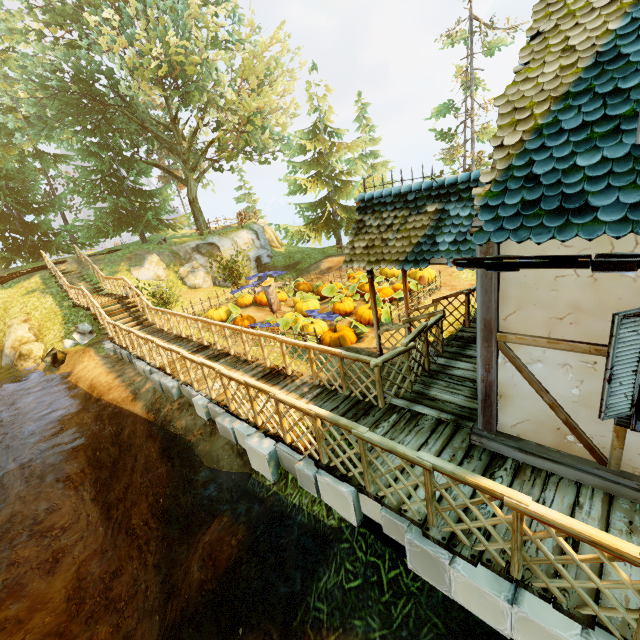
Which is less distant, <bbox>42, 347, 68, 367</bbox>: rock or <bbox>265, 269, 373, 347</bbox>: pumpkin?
<bbox>265, 269, 373, 347</bbox>: pumpkin

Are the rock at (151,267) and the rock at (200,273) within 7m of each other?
yes

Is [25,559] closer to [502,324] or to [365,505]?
[365,505]

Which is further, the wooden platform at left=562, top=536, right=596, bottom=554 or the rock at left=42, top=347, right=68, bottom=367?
the rock at left=42, top=347, right=68, bottom=367

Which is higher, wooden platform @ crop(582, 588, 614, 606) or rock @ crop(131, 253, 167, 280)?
rock @ crop(131, 253, 167, 280)

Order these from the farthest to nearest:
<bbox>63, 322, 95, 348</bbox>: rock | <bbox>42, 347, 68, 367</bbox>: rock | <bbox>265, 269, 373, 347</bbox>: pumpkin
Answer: <bbox>63, 322, 95, 348</bbox>: rock, <bbox>42, 347, 68, 367</bbox>: rock, <bbox>265, 269, 373, 347</bbox>: pumpkin

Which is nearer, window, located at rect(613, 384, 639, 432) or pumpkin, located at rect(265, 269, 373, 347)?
window, located at rect(613, 384, 639, 432)

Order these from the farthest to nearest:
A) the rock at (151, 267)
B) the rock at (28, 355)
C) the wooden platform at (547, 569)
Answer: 1. the rock at (151, 267)
2. the rock at (28, 355)
3. the wooden platform at (547, 569)
